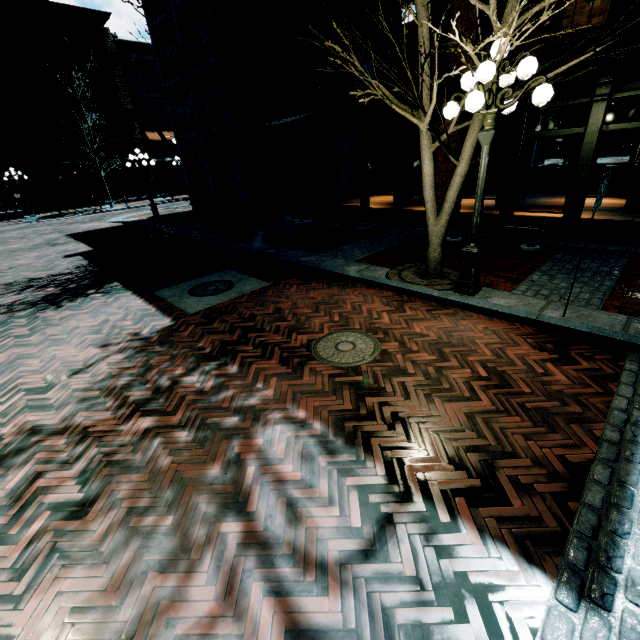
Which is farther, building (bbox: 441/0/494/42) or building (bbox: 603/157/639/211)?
building (bbox: 441/0/494/42)

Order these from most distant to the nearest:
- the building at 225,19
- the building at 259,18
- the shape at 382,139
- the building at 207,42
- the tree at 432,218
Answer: the shape at 382,139
the building at 207,42
the building at 225,19
the building at 259,18
the tree at 432,218

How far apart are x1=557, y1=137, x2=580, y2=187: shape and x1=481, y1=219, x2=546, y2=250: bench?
10.48m

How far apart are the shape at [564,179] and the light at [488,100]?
14.03m

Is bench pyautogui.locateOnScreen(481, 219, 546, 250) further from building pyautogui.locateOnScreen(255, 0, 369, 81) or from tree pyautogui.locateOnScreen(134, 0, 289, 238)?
tree pyautogui.locateOnScreen(134, 0, 289, 238)

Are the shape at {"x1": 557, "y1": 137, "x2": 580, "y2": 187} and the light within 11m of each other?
no

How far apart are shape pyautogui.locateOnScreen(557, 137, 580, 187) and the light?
14.0 meters

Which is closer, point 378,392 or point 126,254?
point 378,392
